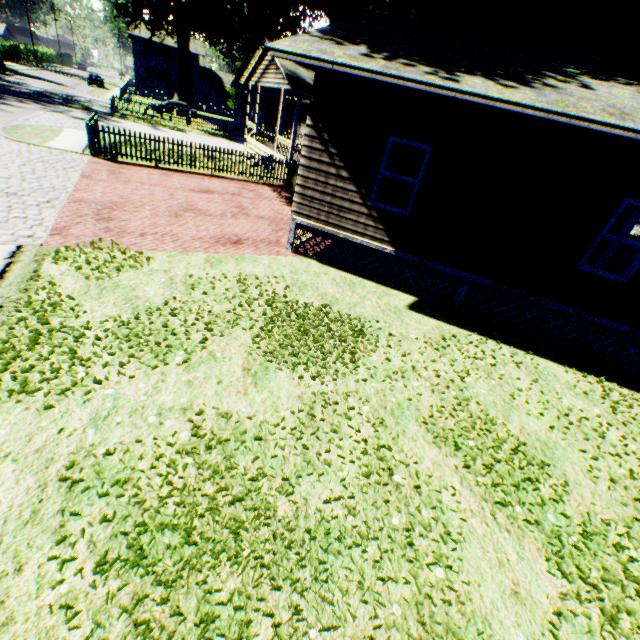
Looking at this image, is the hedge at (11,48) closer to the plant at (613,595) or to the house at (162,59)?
the plant at (613,595)

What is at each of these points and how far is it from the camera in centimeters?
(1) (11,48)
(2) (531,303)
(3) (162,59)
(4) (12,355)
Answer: (1) hedge, 5153cm
(2) house, 805cm
(3) house, 5338cm
(4) plant, 422cm

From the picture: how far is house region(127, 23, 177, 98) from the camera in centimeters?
5138cm

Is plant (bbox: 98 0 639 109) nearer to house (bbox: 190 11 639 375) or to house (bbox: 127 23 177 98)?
house (bbox: 190 11 639 375)

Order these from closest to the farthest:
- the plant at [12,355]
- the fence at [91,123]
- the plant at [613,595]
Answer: the plant at [613,595], the plant at [12,355], the fence at [91,123]

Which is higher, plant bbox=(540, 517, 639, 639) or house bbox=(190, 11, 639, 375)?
house bbox=(190, 11, 639, 375)

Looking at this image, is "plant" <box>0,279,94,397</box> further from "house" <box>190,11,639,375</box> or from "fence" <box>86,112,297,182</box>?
"house" <box>190,11,639,375</box>

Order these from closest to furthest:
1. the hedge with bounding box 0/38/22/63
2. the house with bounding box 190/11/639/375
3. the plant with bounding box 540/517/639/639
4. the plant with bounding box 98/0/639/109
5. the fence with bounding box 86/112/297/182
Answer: the plant with bounding box 540/517/639/639 < the house with bounding box 190/11/639/375 < the plant with bounding box 98/0/639/109 < the fence with bounding box 86/112/297/182 < the hedge with bounding box 0/38/22/63
